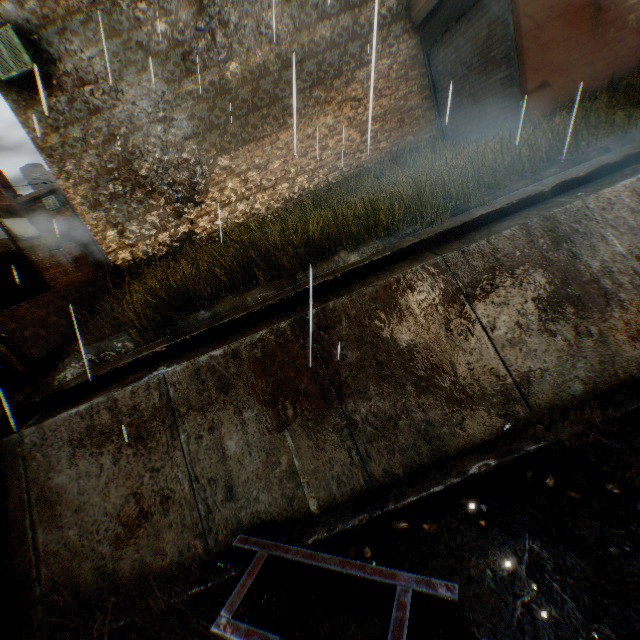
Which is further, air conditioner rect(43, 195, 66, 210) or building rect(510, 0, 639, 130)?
air conditioner rect(43, 195, 66, 210)

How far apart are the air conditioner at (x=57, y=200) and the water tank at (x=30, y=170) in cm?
484

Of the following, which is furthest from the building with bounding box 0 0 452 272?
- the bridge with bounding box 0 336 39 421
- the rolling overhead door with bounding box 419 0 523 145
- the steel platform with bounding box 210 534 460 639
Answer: the steel platform with bounding box 210 534 460 639

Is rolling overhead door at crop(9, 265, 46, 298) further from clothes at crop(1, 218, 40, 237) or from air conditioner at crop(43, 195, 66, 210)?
air conditioner at crop(43, 195, 66, 210)

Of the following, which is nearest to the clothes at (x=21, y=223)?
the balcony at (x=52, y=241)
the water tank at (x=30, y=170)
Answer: the balcony at (x=52, y=241)

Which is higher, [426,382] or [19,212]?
[19,212]

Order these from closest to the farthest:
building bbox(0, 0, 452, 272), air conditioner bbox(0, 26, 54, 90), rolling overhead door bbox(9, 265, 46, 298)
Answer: air conditioner bbox(0, 26, 54, 90) → building bbox(0, 0, 452, 272) → rolling overhead door bbox(9, 265, 46, 298)

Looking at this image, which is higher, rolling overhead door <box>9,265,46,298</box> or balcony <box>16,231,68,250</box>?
balcony <box>16,231,68,250</box>
